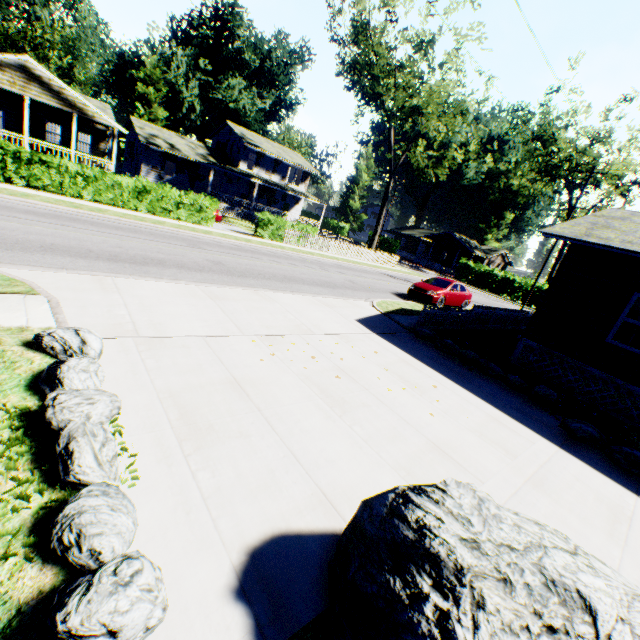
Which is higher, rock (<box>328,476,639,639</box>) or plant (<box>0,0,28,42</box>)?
plant (<box>0,0,28,42</box>)

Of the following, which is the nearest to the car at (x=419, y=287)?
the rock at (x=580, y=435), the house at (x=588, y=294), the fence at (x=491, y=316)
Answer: the fence at (x=491, y=316)

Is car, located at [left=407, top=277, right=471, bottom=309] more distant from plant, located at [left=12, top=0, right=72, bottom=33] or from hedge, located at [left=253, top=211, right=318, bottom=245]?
plant, located at [left=12, top=0, right=72, bottom=33]

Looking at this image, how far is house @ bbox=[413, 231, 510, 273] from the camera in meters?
53.3

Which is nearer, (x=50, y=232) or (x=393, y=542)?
(x=393, y=542)

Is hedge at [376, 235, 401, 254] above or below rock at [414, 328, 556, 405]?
above

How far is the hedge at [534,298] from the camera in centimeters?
3847cm

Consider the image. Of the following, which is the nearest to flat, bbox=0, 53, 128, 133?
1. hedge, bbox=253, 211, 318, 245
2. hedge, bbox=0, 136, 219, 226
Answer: hedge, bbox=0, 136, 219, 226
